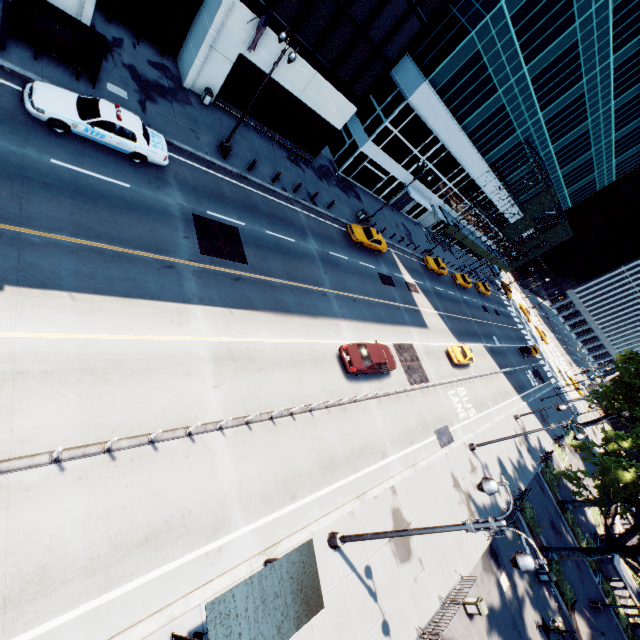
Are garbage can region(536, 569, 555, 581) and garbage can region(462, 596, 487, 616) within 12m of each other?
yes

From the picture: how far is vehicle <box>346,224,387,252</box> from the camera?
27.9m

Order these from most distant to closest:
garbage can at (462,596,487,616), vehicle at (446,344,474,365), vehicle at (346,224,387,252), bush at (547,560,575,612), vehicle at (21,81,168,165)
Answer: vehicle at (446,344,474,365)
vehicle at (346,224,387,252)
bush at (547,560,575,612)
garbage can at (462,596,487,616)
vehicle at (21,81,168,165)

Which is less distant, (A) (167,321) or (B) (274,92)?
(A) (167,321)

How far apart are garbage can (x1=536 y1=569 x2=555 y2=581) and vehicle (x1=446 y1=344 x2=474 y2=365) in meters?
15.7 m

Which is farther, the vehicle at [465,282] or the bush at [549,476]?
the vehicle at [465,282]

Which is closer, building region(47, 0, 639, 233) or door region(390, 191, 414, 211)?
building region(47, 0, 639, 233)

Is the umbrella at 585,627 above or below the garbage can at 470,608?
above
